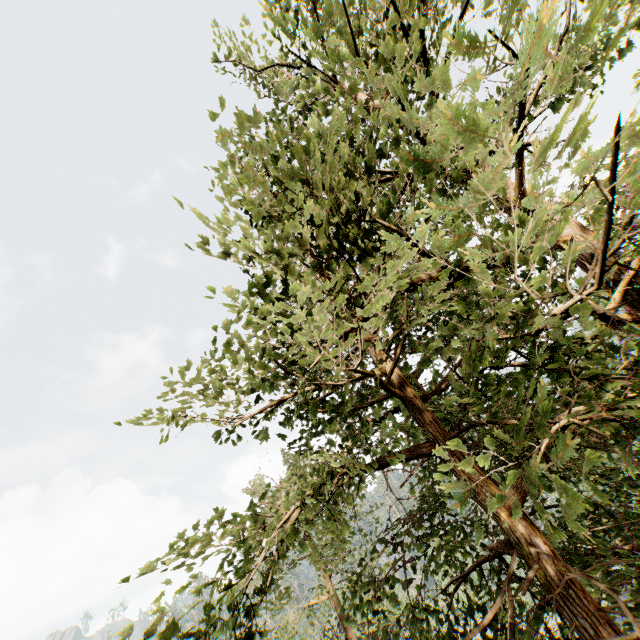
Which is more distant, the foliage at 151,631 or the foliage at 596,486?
the foliage at 151,631

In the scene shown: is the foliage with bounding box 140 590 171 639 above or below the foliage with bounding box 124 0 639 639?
above

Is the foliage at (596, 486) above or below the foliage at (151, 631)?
below

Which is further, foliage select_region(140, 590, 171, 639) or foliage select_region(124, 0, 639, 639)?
foliage select_region(140, 590, 171, 639)

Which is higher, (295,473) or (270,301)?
(295,473)
